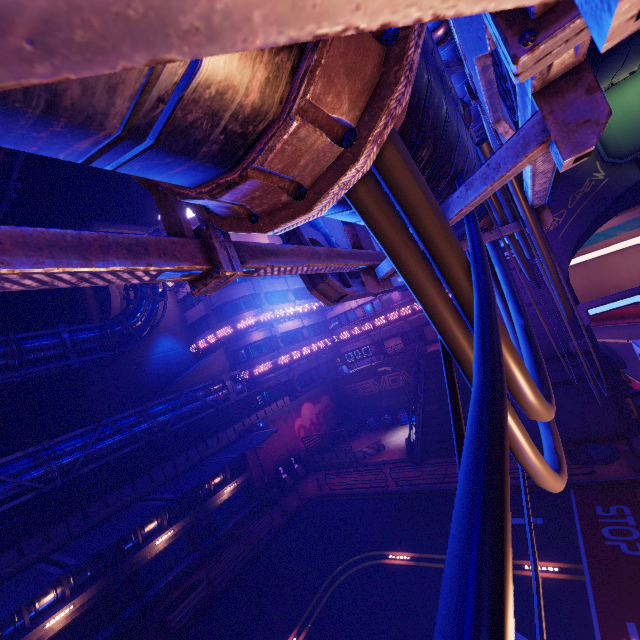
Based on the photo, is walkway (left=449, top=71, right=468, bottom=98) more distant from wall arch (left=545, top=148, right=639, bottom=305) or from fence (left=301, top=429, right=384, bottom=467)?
fence (left=301, top=429, right=384, bottom=467)

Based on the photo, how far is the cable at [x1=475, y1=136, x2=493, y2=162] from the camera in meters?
3.9

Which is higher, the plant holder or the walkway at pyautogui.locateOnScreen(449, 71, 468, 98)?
the walkway at pyautogui.locateOnScreen(449, 71, 468, 98)

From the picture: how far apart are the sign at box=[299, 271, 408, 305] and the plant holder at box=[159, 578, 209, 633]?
18.75m

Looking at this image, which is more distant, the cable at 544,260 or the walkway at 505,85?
the walkway at 505,85

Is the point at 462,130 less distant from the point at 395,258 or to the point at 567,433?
the point at 395,258

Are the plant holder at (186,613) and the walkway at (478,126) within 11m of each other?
no

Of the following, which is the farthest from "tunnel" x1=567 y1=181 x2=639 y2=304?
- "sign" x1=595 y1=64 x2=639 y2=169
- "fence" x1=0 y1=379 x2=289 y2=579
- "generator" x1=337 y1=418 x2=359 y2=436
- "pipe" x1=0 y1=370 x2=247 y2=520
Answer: "pipe" x1=0 y1=370 x2=247 y2=520
